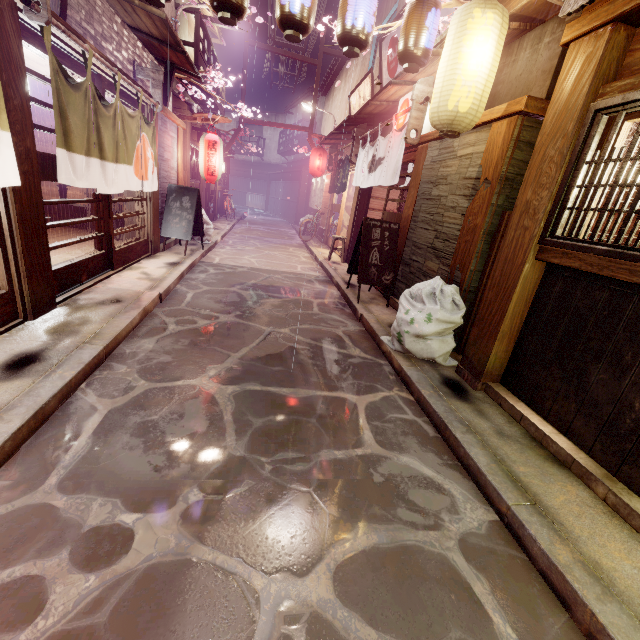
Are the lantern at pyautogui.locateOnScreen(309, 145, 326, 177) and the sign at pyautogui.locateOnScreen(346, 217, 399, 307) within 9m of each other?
no

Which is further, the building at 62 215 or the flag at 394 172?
the building at 62 215

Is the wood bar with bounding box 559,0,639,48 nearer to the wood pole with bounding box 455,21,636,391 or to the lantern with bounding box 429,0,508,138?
the wood pole with bounding box 455,21,636,391

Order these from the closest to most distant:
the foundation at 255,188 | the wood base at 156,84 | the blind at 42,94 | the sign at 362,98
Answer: the wood base at 156,84 < the blind at 42,94 < the sign at 362,98 < the foundation at 255,188

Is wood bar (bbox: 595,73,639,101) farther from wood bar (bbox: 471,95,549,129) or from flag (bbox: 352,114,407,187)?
flag (bbox: 352,114,407,187)

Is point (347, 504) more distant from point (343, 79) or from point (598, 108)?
point (343, 79)

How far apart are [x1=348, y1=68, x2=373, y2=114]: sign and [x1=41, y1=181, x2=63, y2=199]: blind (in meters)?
14.05

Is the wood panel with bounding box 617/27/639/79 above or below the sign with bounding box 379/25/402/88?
below
